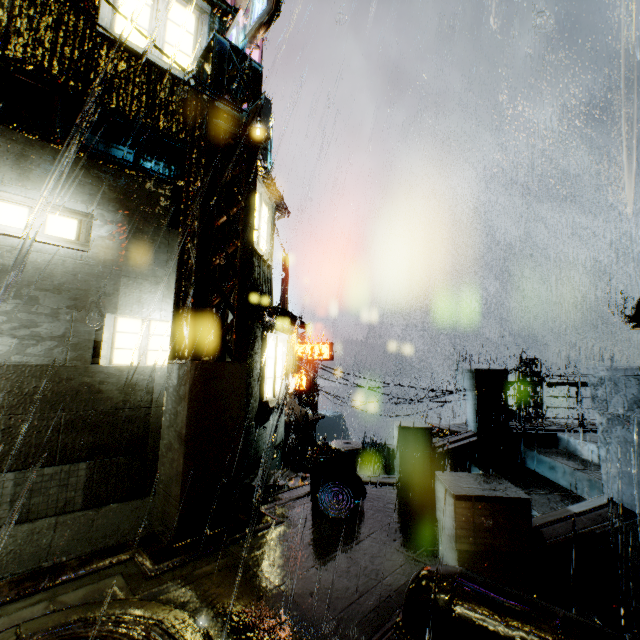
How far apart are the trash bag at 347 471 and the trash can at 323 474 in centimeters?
1cm

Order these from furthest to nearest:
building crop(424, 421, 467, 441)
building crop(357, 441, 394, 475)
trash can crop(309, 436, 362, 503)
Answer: building crop(357, 441, 394, 475) < building crop(424, 421, 467, 441) < trash can crop(309, 436, 362, 503)

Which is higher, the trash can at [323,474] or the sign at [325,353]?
the sign at [325,353]

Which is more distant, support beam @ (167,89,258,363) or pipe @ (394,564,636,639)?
support beam @ (167,89,258,363)

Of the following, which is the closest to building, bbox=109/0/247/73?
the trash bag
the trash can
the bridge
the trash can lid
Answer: the bridge

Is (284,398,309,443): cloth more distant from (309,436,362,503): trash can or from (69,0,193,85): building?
(309,436,362,503): trash can

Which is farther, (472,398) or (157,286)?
(472,398)

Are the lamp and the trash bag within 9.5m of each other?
yes
